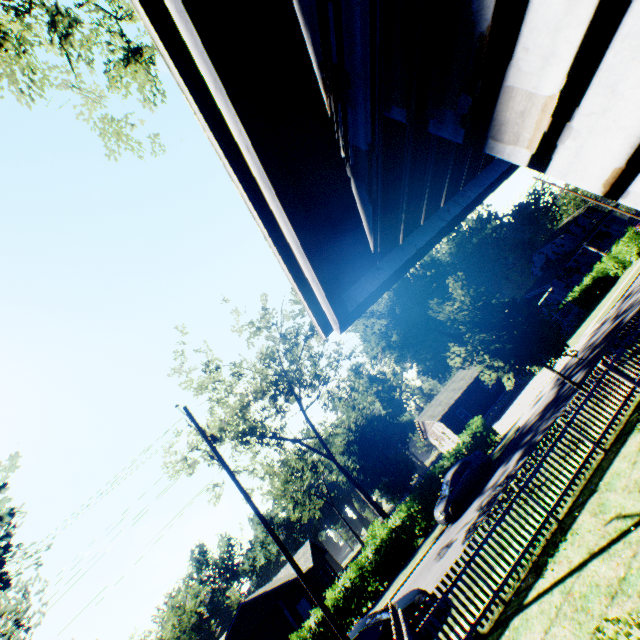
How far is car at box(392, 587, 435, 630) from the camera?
10.20m

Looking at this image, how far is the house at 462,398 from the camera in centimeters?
3778cm

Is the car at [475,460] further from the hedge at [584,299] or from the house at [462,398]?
the hedge at [584,299]

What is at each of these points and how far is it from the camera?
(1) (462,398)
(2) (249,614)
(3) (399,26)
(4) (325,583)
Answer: (1) house, 39.0 meters
(2) house, 27.7 meters
(3) house, 1.1 meters
(4) house, 32.9 meters

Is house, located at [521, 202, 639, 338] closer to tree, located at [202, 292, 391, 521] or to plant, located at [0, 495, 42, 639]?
plant, located at [0, 495, 42, 639]

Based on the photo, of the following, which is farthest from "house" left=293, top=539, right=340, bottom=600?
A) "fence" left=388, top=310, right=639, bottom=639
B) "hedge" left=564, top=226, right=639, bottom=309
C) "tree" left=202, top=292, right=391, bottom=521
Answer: "hedge" left=564, top=226, right=639, bottom=309

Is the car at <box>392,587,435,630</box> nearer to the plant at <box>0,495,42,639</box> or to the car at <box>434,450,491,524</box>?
the car at <box>434,450,491,524</box>

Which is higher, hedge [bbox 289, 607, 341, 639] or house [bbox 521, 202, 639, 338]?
house [bbox 521, 202, 639, 338]
